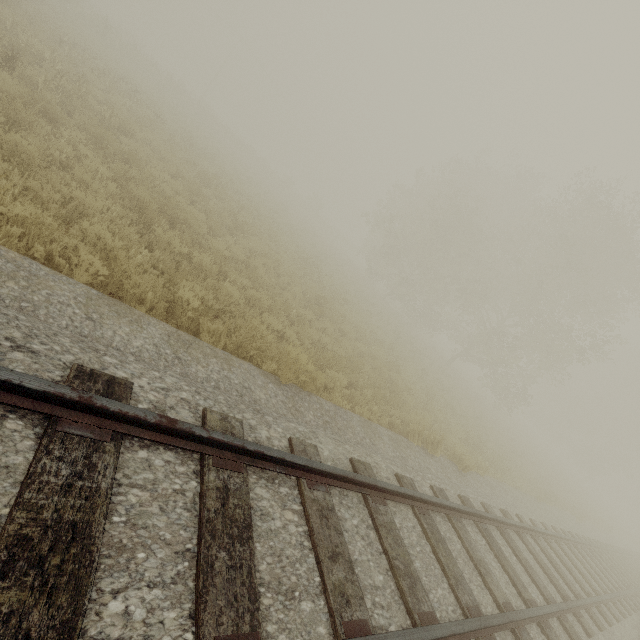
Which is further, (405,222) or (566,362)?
(405,222)
